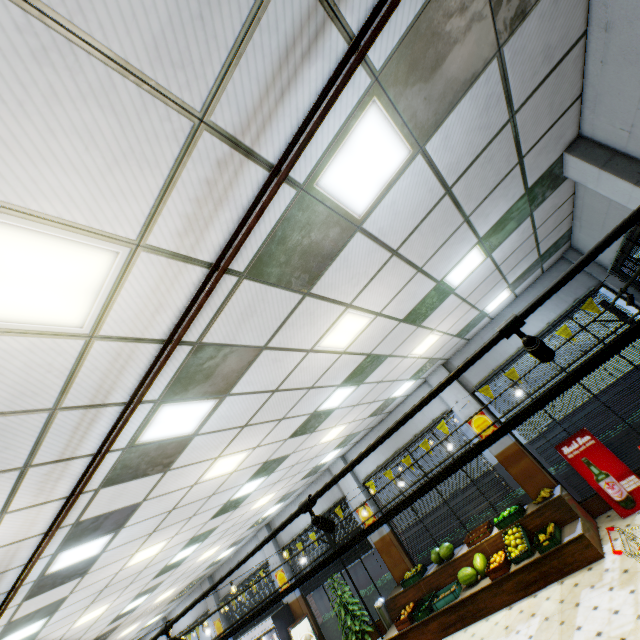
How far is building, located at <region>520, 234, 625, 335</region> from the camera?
7.6m

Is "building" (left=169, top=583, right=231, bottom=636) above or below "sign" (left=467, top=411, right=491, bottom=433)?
above

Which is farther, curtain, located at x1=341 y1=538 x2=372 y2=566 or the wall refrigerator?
the wall refrigerator

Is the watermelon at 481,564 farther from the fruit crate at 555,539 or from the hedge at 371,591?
the hedge at 371,591

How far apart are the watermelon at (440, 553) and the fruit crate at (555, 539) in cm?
240

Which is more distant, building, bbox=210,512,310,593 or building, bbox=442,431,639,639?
building, bbox=210,512,310,593

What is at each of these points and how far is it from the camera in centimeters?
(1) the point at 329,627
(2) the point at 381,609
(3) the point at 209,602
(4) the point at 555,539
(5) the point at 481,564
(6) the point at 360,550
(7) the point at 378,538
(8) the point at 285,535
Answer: (1) hedge, 1180cm
(2) trash can, 980cm
(3) building, 1511cm
(4) fruit crate, 661cm
(5) watermelon, 769cm
(6) curtain, 1106cm
(7) building, 1061cm
(8) building, 1322cm

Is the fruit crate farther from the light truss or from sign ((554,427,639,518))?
the light truss
